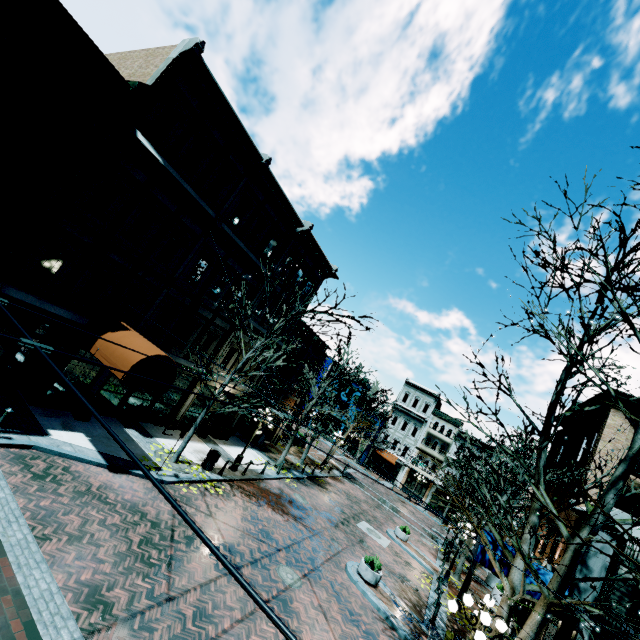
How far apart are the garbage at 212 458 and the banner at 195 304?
5.0 meters

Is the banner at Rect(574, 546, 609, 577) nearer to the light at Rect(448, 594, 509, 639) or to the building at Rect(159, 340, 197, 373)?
the building at Rect(159, 340, 197, 373)

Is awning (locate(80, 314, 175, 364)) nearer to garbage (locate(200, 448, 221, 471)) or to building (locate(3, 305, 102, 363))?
building (locate(3, 305, 102, 363))

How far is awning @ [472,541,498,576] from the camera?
14.0m

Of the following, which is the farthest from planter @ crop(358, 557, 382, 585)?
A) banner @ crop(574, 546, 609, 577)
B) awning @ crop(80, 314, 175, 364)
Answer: awning @ crop(80, 314, 175, 364)

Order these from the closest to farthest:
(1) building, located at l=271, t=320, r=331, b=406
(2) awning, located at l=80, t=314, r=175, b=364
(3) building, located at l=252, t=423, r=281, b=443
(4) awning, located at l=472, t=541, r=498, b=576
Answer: (2) awning, located at l=80, t=314, r=175, b=364
(4) awning, located at l=472, t=541, r=498, b=576
(1) building, located at l=271, t=320, r=331, b=406
(3) building, located at l=252, t=423, r=281, b=443

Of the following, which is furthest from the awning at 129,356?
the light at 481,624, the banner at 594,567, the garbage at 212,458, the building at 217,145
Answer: the banner at 594,567

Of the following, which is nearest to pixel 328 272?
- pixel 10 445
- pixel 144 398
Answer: pixel 144 398
